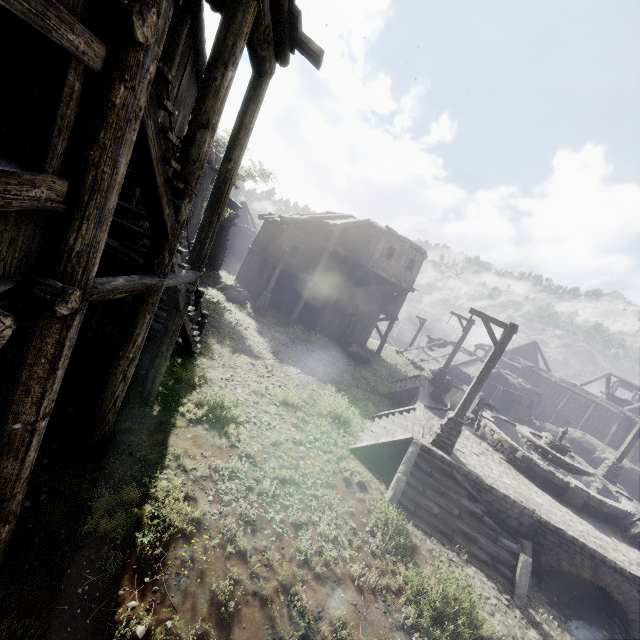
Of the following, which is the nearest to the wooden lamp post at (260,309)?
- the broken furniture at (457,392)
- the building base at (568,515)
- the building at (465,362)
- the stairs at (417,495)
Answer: the stairs at (417,495)

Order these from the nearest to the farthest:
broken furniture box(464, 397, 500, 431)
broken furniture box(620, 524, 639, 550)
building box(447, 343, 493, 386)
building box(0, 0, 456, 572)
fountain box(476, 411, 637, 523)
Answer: building box(0, 0, 456, 572), broken furniture box(620, 524, 639, 550), fountain box(476, 411, 637, 523), broken furniture box(464, 397, 500, 431), building box(447, 343, 493, 386)

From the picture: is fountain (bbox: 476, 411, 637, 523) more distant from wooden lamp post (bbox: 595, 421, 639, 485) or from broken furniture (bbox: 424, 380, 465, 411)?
wooden lamp post (bbox: 595, 421, 639, 485)

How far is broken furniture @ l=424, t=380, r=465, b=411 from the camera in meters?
14.9 m

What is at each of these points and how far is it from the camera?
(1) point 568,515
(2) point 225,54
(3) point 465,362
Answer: (1) building base, 10.64m
(2) building, 5.03m
(3) building, 32.03m

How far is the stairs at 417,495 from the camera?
8.7 meters

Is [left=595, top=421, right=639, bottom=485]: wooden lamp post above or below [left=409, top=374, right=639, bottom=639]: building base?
above

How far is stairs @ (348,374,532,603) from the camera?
8.67m
